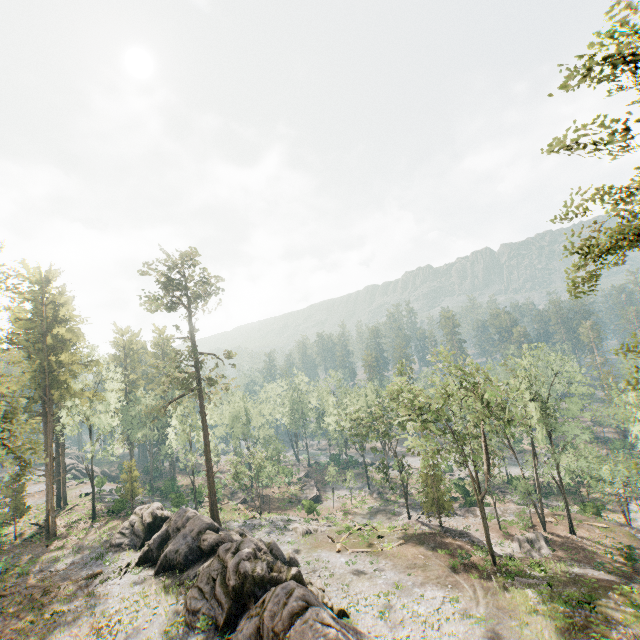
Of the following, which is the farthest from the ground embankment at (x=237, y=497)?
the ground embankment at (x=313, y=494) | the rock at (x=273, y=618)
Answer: the rock at (x=273, y=618)

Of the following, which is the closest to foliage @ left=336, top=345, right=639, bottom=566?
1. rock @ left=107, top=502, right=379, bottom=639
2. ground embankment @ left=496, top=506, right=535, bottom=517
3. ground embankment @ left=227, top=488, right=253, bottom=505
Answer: rock @ left=107, top=502, right=379, bottom=639

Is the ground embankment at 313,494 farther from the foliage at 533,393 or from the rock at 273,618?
the rock at 273,618

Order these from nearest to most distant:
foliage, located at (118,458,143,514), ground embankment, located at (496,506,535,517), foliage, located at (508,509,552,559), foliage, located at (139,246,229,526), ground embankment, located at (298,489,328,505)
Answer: foliage, located at (508,509,552,559)
foliage, located at (139,246,229,526)
ground embankment, located at (496,506,535,517)
foliage, located at (118,458,143,514)
ground embankment, located at (298,489,328,505)

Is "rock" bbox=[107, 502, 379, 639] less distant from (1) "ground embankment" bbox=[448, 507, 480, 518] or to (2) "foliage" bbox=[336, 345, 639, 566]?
(2) "foliage" bbox=[336, 345, 639, 566]

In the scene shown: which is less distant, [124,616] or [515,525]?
[124,616]

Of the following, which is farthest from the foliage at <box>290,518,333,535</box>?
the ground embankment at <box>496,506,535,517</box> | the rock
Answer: the ground embankment at <box>496,506,535,517</box>

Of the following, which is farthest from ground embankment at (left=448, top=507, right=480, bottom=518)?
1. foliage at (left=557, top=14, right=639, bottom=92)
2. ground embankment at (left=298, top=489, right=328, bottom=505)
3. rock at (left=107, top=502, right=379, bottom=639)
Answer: rock at (left=107, top=502, right=379, bottom=639)
